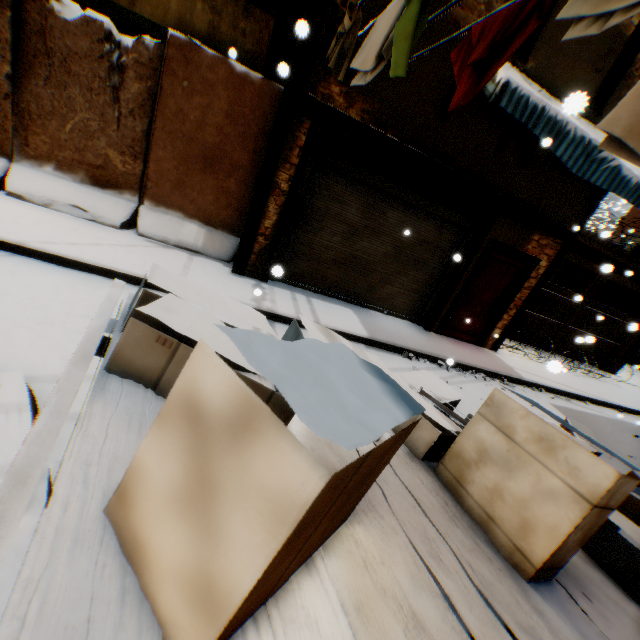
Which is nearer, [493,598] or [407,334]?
[493,598]

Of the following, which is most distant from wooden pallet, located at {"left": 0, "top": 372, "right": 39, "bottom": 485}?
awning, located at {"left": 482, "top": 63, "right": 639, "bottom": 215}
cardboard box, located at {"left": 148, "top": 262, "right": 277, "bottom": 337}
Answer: awning, located at {"left": 482, "top": 63, "right": 639, "bottom": 215}

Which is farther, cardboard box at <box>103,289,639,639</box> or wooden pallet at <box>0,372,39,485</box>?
wooden pallet at <box>0,372,39,485</box>

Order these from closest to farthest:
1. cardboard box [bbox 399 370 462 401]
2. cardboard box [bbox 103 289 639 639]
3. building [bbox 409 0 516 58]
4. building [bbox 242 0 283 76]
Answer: cardboard box [bbox 103 289 639 639]
cardboard box [bbox 399 370 462 401]
building [bbox 409 0 516 58]
building [bbox 242 0 283 76]

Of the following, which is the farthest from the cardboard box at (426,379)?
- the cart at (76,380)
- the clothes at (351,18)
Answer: the clothes at (351,18)

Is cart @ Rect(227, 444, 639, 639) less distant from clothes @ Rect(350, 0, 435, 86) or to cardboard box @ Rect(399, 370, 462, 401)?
cardboard box @ Rect(399, 370, 462, 401)

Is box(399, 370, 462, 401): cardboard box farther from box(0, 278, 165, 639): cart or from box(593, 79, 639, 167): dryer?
box(593, 79, 639, 167): dryer

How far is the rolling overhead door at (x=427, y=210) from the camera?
6.13m
